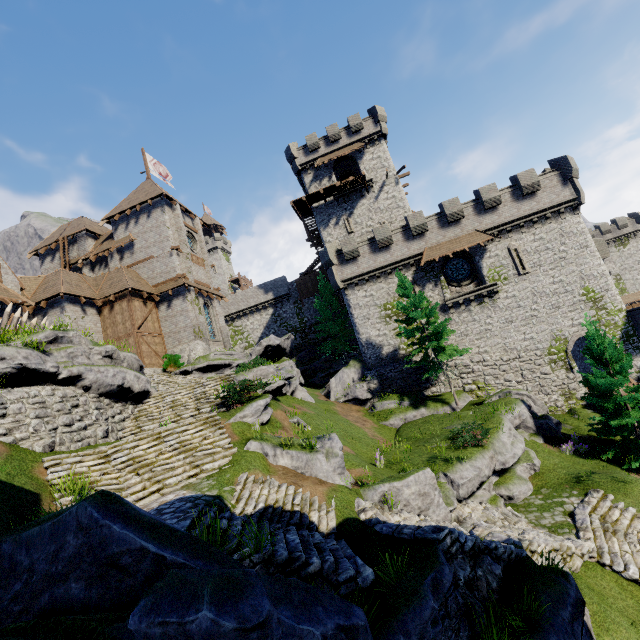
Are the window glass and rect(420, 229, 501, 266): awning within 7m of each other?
yes

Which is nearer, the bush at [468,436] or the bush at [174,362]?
the bush at [468,436]

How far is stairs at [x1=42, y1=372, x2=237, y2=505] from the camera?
9.8m

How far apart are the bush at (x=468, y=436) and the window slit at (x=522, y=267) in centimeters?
1463cm

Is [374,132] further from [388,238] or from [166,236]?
[166,236]

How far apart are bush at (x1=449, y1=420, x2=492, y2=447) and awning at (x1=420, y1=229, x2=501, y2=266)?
13.2 meters

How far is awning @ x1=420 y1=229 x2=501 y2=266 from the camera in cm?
2550

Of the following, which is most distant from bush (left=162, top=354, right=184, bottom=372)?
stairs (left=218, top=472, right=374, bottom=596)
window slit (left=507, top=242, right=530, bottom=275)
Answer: window slit (left=507, top=242, right=530, bottom=275)
